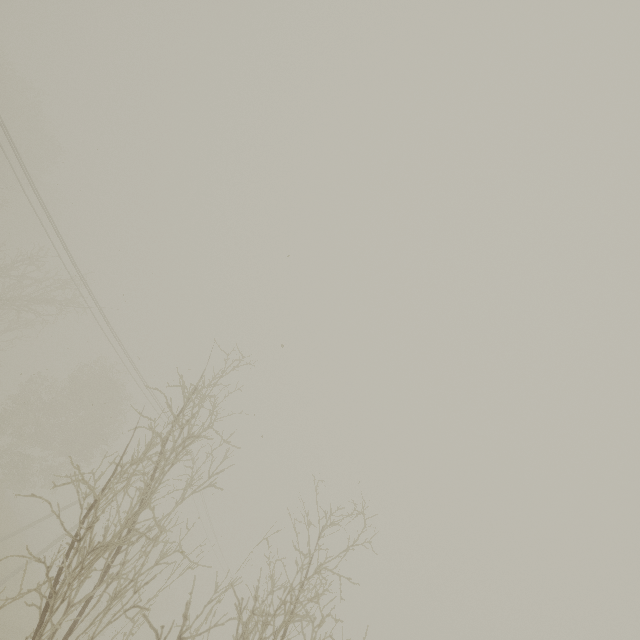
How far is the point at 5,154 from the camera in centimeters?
1541cm
